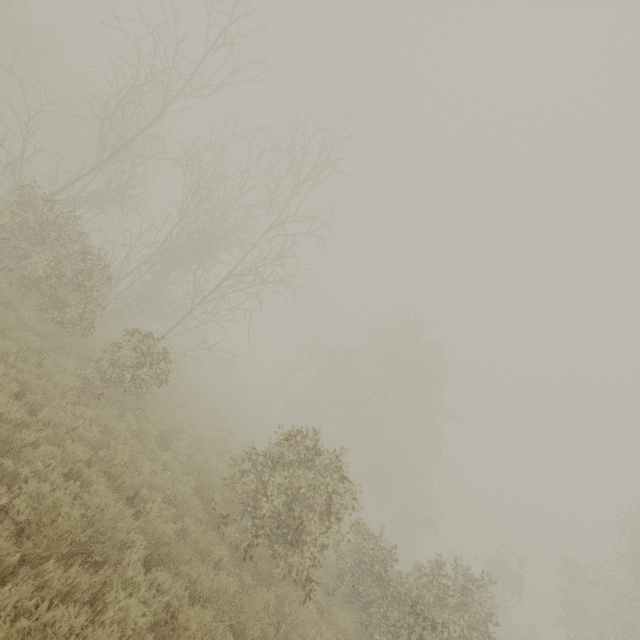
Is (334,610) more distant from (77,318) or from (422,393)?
(422,393)
